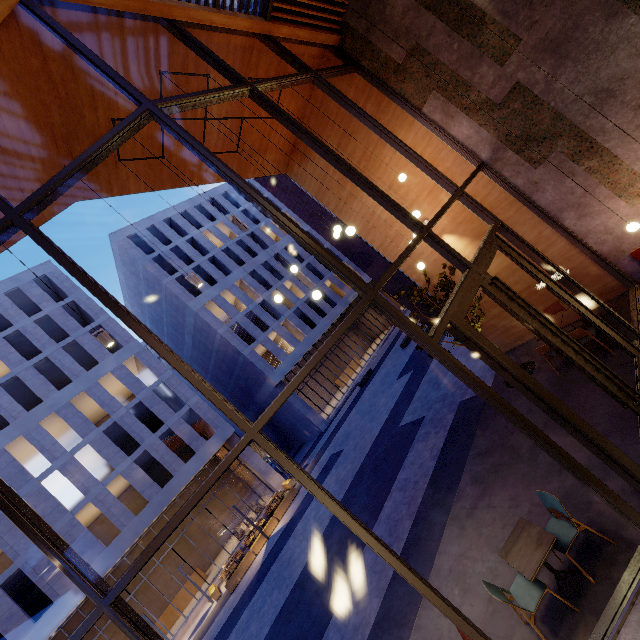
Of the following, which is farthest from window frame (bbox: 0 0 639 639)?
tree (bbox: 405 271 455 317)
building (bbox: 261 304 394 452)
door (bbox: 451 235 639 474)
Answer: building (bbox: 261 304 394 452)

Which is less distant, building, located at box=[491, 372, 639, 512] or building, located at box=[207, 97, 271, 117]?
building, located at box=[491, 372, 639, 512]

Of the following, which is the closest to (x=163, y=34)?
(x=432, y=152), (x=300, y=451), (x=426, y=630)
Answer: (x=432, y=152)

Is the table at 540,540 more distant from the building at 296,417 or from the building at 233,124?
the building at 296,417

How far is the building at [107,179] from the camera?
7.6 meters

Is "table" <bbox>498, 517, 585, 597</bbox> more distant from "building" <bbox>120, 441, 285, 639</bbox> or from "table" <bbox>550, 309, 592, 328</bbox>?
"building" <bbox>120, 441, 285, 639</bbox>

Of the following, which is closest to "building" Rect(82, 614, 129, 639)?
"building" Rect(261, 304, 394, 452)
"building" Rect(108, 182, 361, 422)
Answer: "building" Rect(108, 182, 361, 422)

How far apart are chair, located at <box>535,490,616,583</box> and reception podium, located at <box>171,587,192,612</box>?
28.2 meters
